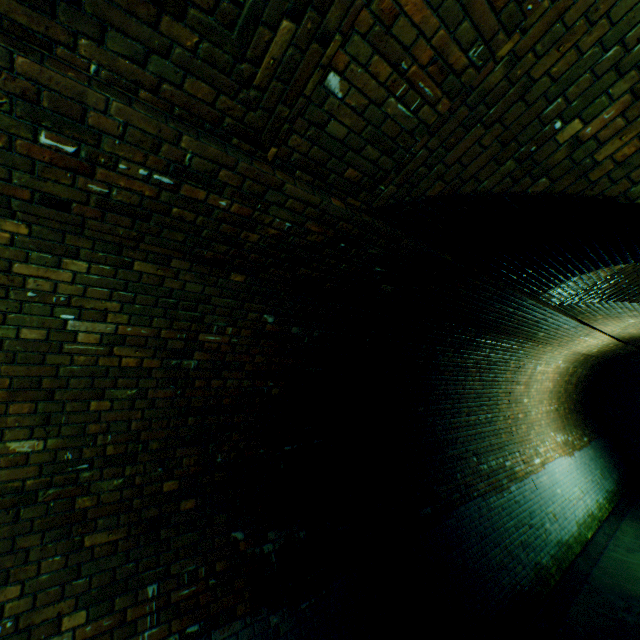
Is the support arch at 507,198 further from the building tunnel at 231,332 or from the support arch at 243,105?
the support arch at 243,105

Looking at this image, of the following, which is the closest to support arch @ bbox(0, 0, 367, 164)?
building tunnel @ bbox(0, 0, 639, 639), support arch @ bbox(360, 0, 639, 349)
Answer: building tunnel @ bbox(0, 0, 639, 639)

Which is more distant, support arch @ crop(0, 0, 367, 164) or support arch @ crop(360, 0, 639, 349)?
support arch @ crop(360, 0, 639, 349)

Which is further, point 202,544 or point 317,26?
point 202,544

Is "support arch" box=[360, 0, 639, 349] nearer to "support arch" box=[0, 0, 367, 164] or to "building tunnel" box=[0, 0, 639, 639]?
"building tunnel" box=[0, 0, 639, 639]

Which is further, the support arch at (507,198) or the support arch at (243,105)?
the support arch at (507,198)
